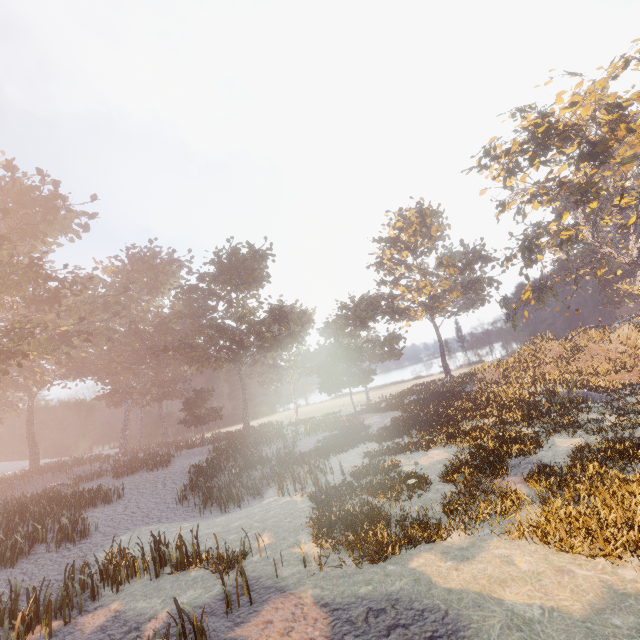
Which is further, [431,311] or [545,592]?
[431,311]
